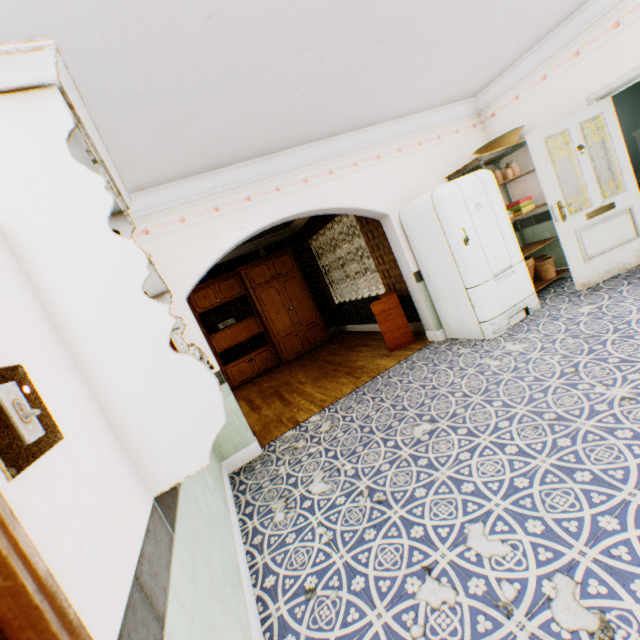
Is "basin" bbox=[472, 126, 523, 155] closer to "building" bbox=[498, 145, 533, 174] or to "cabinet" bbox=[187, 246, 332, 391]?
"building" bbox=[498, 145, 533, 174]

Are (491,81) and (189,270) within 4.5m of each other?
no

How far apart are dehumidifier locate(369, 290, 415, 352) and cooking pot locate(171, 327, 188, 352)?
3.8m

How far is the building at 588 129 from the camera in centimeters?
413cm

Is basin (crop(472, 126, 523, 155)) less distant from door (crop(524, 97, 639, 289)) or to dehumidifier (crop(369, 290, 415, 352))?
door (crop(524, 97, 639, 289))

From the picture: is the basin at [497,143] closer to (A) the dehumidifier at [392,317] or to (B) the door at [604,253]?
(B) the door at [604,253]

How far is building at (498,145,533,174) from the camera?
4.9 meters

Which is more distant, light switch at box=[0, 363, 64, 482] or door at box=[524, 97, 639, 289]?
door at box=[524, 97, 639, 289]
